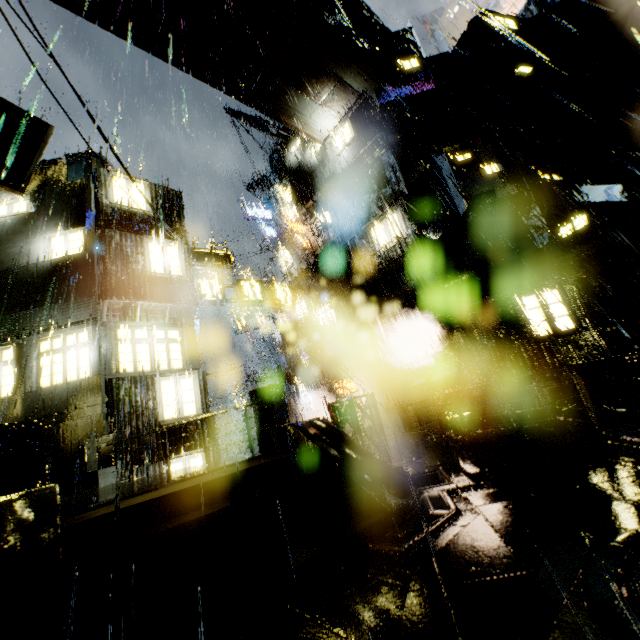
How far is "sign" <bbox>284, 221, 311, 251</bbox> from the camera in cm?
2488

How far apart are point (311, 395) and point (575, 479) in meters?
22.5 m

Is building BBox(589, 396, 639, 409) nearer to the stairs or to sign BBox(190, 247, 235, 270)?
sign BBox(190, 247, 235, 270)

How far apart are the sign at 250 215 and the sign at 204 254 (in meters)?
14.64

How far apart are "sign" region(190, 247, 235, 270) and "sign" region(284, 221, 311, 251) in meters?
8.4 m

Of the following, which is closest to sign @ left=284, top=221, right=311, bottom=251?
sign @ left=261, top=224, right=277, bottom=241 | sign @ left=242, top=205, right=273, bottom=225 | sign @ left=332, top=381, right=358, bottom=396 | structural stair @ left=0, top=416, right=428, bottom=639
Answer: sign @ left=261, top=224, right=277, bottom=241

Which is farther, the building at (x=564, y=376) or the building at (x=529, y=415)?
the building at (x=564, y=376)

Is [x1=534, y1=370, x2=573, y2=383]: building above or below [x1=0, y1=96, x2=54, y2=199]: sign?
below
